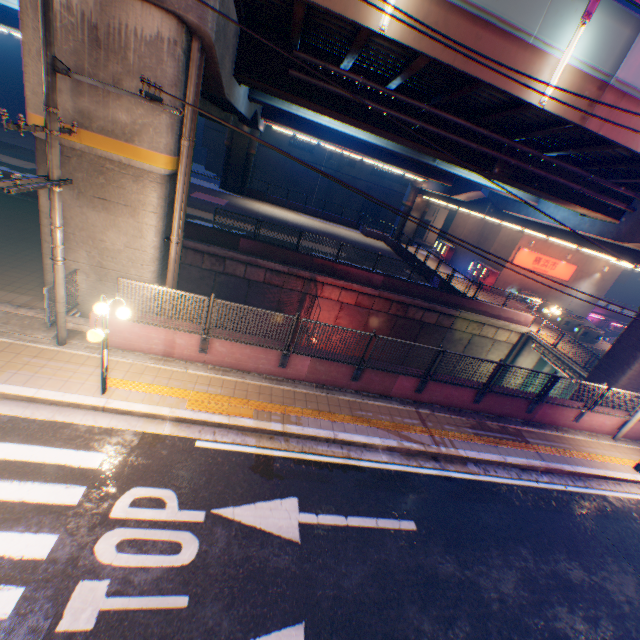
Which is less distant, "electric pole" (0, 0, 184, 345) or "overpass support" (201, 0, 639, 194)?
"electric pole" (0, 0, 184, 345)

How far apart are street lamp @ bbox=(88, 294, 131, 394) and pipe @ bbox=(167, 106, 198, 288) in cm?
316

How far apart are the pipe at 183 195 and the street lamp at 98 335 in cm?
316

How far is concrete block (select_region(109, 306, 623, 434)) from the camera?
8.8m

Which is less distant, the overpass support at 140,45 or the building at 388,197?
the overpass support at 140,45

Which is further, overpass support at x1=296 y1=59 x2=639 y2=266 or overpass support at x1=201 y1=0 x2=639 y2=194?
overpass support at x1=296 y1=59 x2=639 y2=266

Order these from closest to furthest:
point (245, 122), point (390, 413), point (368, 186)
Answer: point (390, 413)
point (245, 122)
point (368, 186)

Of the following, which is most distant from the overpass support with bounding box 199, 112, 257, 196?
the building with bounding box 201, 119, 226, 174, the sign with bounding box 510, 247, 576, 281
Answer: the building with bounding box 201, 119, 226, 174
